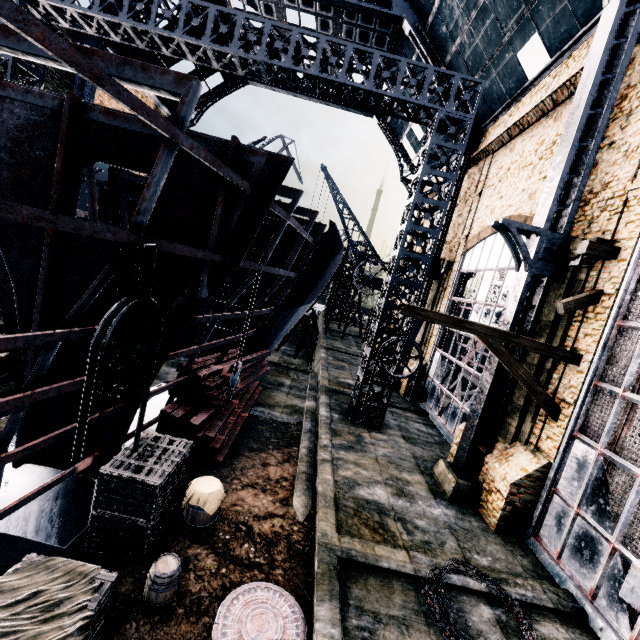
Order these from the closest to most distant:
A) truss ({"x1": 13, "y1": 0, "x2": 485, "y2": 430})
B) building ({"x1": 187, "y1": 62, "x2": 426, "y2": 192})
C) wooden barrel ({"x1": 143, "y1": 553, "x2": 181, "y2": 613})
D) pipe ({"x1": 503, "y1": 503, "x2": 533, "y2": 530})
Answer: wooden barrel ({"x1": 143, "y1": 553, "x2": 181, "y2": 613}) < pipe ({"x1": 503, "y1": 503, "x2": 533, "y2": 530}) < truss ({"x1": 13, "y1": 0, "x2": 485, "y2": 430}) < building ({"x1": 187, "y1": 62, "x2": 426, "y2": 192})

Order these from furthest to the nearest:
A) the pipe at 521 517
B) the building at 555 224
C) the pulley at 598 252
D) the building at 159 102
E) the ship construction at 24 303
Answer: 1. the building at 159 102
2. the pipe at 521 517
3. the pulley at 598 252
4. the building at 555 224
5. the ship construction at 24 303

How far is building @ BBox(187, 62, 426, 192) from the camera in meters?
30.4

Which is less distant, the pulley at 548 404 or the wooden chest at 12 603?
the wooden chest at 12 603

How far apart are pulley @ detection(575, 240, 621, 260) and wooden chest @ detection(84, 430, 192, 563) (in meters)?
12.37

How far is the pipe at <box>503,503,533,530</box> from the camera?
10.2 meters

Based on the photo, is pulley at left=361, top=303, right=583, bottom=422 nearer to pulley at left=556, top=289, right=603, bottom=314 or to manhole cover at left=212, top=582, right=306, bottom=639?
pulley at left=556, top=289, right=603, bottom=314

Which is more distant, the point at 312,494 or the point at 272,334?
the point at 272,334
